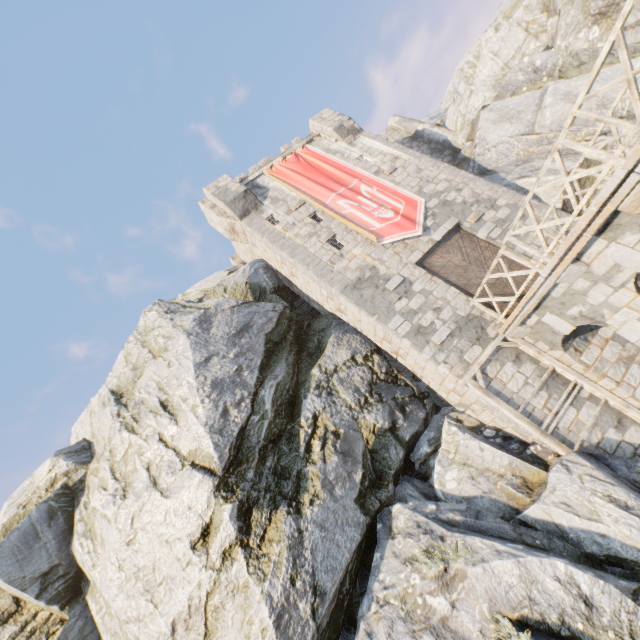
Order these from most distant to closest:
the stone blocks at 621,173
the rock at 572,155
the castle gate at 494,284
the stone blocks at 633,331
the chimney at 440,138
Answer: the chimney at 440,138, the rock at 572,155, the castle gate at 494,284, the stone blocks at 633,331, the stone blocks at 621,173

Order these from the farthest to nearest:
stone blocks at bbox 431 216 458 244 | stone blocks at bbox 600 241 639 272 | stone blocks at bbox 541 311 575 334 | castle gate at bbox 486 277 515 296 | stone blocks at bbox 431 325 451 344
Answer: stone blocks at bbox 431 216 458 244 < castle gate at bbox 486 277 515 296 < stone blocks at bbox 431 325 451 344 < stone blocks at bbox 541 311 575 334 < stone blocks at bbox 600 241 639 272

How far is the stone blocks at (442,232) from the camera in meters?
13.3

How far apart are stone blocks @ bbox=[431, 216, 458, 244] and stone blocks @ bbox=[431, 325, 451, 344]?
4.0m

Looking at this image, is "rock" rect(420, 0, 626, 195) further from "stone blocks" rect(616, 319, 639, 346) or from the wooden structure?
"stone blocks" rect(616, 319, 639, 346)

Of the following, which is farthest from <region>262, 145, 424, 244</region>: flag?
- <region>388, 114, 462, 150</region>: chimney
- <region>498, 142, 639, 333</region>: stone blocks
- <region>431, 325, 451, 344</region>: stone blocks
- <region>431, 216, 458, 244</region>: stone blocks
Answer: <region>388, 114, 462, 150</region>: chimney

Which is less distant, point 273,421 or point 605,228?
point 605,228

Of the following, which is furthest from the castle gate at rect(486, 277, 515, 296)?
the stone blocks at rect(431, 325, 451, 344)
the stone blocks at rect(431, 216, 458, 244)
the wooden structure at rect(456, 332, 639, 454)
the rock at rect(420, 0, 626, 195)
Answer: the rock at rect(420, 0, 626, 195)
